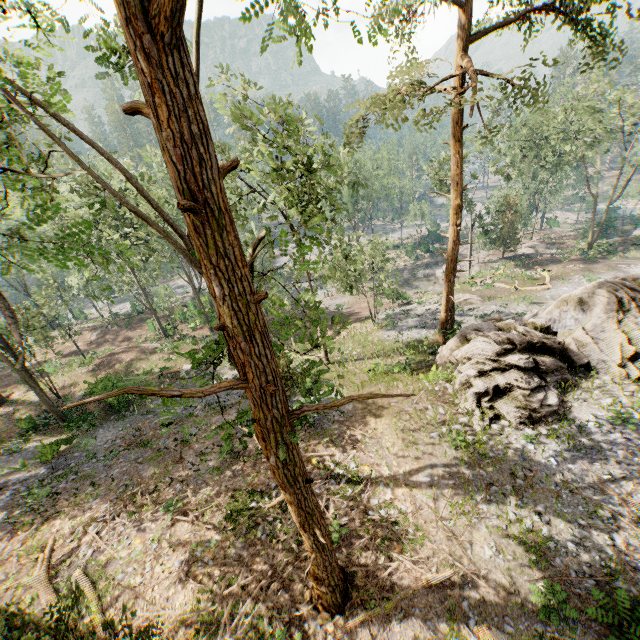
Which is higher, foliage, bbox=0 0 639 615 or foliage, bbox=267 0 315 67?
foliage, bbox=267 0 315 67

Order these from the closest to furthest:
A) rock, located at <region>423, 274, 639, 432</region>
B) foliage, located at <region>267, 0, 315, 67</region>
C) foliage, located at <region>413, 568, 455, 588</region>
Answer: foliage, located at <region>267, 0, 315, 67</region> < foliage, located at <region>413, 568, 455, 588</region> < rock, located at <region>423, 274, 639, 432</region>

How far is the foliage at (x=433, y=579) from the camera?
9.41m

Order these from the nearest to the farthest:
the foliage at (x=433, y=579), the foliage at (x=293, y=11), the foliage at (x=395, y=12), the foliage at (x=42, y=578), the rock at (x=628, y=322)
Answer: the foliage at (x=293, y=11) → the foliage at (x=42, y=578) → the foliage at (x=395, y=12) → the foliage at (x=433, y=579) → the rock at (x=628, y=322)

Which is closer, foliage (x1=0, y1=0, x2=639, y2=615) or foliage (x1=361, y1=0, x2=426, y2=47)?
foliage (x1=0, y1=0, x2=639, y2=615)

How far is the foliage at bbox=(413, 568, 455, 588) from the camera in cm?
941

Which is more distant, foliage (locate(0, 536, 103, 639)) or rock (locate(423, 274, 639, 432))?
rock (locate(423, 274, 639, 432))

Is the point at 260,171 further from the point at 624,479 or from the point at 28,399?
the point at 28,399
